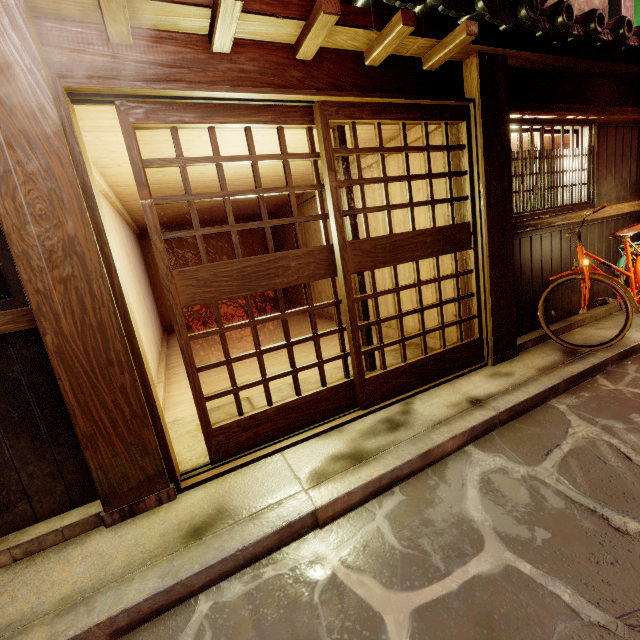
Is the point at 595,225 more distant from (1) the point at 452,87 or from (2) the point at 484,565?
(2) the point at 484,565

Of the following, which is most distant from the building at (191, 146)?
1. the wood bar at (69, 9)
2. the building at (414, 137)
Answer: the wood bar at (69, 9)

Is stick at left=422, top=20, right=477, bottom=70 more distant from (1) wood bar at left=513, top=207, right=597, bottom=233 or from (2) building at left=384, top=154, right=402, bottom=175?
(1) wood bar at left=513, top=207, right=597, bottom=233

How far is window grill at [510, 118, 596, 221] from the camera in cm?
687

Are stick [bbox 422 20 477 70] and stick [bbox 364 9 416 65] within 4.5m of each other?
yes

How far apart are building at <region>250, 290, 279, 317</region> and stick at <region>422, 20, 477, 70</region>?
14.01m

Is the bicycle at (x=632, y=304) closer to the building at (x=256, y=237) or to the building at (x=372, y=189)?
the building at (x=372, y=189)

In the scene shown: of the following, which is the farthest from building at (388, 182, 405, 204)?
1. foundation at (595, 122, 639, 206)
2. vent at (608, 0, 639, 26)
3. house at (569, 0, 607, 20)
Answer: vent at (608, 0, 639, 26)
